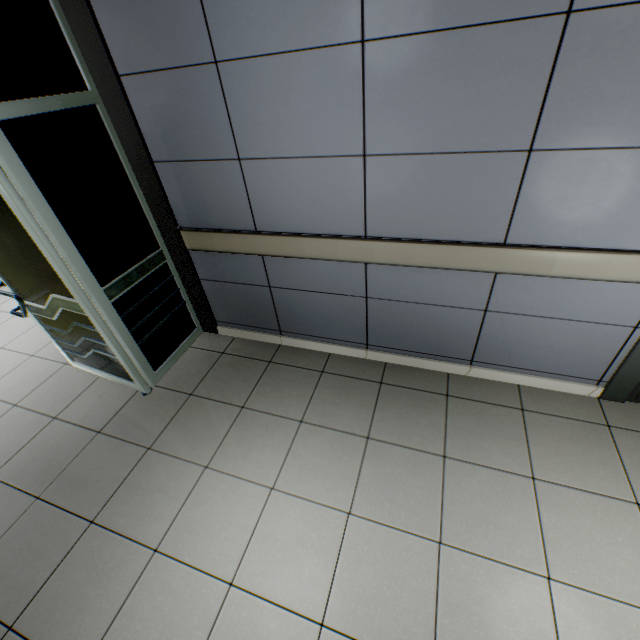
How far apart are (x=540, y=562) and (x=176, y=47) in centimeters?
332cm
